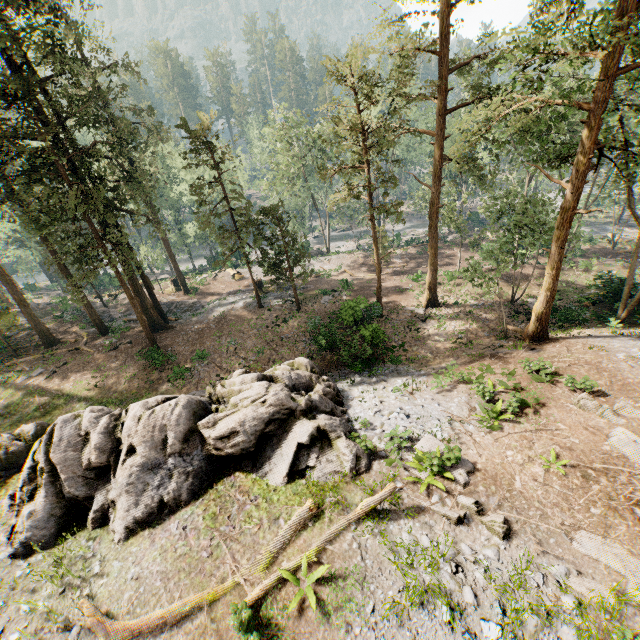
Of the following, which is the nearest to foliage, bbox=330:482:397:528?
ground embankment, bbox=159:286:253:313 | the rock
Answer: ground embankment, bbox=159:286:253:313

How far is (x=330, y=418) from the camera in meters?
12.7

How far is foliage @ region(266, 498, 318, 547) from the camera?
9.6m

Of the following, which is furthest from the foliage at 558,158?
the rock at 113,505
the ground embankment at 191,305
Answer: the rock at 113,505

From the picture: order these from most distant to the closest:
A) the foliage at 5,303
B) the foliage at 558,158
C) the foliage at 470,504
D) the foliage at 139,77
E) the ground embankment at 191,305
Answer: the ground embankment at 191,305 < the foliage at 139,77 < the foliage at 5,303 < the foliage at 558,158 < the foliage at 470,504

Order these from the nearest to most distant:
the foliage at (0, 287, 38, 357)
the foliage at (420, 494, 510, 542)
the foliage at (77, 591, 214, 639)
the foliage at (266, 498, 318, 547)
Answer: the foliage at (77, 591, 214, 639) < the foliage at (420, 494, 510, 542) < the foliage at (266, 498, 318, 547) < the foliage at (0, 287, 38, 357)

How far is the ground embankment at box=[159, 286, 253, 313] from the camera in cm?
3442
